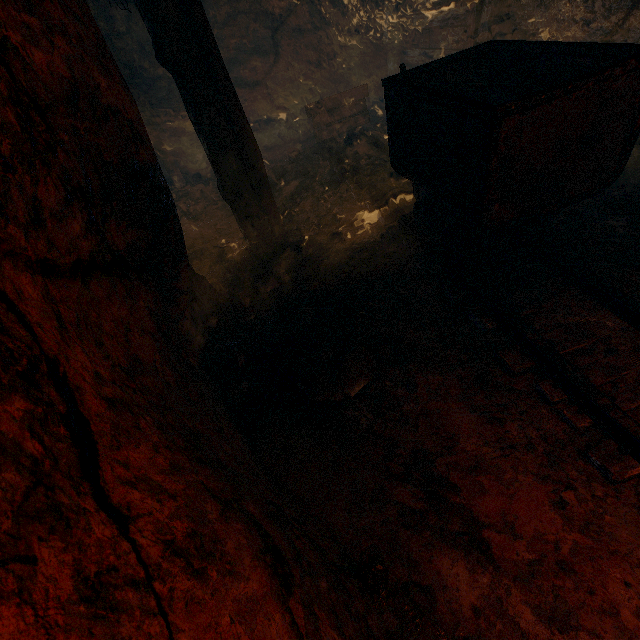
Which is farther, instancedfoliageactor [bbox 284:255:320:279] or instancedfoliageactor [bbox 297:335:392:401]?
instancedfoliageactor [bbox 284:255:320:279]

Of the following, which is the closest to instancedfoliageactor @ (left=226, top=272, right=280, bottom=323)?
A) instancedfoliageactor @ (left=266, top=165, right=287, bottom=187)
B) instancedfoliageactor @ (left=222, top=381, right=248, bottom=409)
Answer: A: instancedfoliageactor @ (left=222, top=381, right=248, bottom=409)

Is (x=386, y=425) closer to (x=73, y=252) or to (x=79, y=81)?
(x=73, y=252)

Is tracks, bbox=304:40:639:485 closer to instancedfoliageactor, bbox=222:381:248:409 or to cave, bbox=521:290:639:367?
cave, bbox=521:290:639:367

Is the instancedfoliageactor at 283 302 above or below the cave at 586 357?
above

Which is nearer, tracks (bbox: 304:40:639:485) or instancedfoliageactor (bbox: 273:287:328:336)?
tracks (bbox: 304:40:639:485)

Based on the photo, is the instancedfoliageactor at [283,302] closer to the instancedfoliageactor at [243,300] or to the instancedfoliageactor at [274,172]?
the instancedfoliageactor at [243,300]

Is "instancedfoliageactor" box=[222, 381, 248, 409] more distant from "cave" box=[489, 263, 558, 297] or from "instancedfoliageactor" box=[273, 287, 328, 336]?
"instancedfoliageactor" box=[273, 287, 328, 336]
